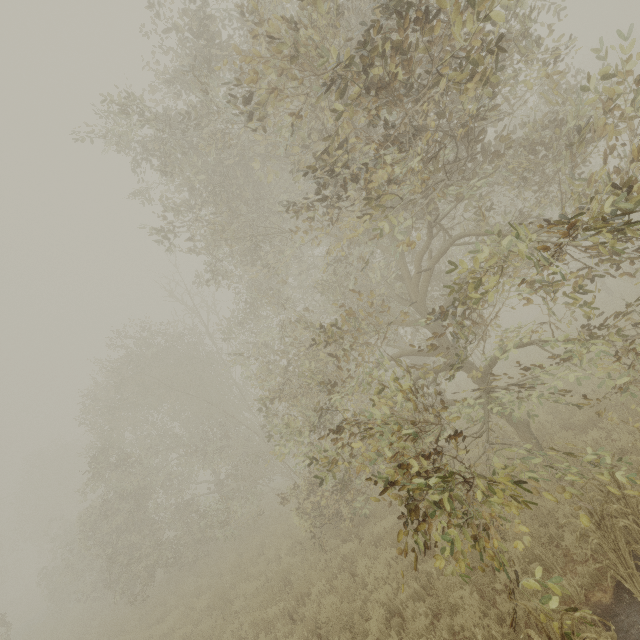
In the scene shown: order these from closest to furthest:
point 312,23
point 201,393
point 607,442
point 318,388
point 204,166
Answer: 1. point 312,23
2. point 607,442
3. point 204,166
4. point 318,388
5. point 201,393
